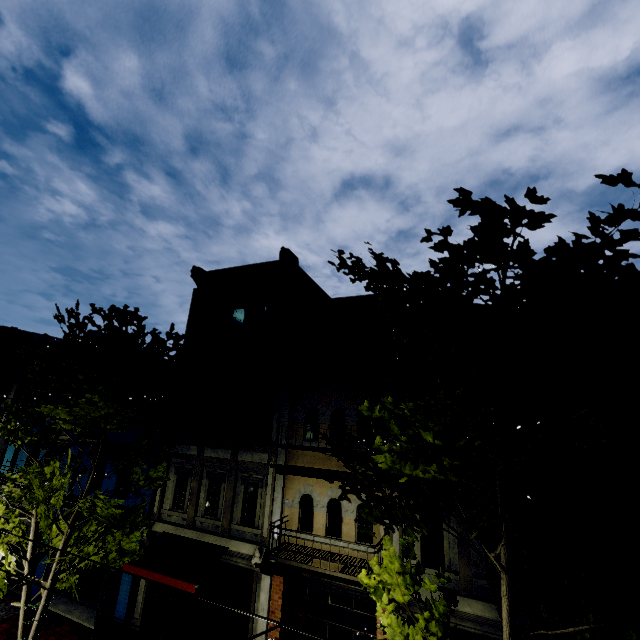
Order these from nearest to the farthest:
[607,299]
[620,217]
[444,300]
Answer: [620,217]
[607,299]
[444,300]

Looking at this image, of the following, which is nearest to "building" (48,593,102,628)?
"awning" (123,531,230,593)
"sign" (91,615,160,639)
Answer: "awning" (123,531,230,593)

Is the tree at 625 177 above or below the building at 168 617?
above

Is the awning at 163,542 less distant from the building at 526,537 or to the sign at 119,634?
the building at 526,537

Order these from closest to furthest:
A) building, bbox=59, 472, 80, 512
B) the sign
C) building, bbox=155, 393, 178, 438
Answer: the sign → building, bbox=155, 393, 178, 438 → building, bbox=59, 472, 80, 512

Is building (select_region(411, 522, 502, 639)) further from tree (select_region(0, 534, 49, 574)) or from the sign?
the sign

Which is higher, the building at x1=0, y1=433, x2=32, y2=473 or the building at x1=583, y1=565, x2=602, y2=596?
the building at x1=0, y1=433, x2=32, y2=473
